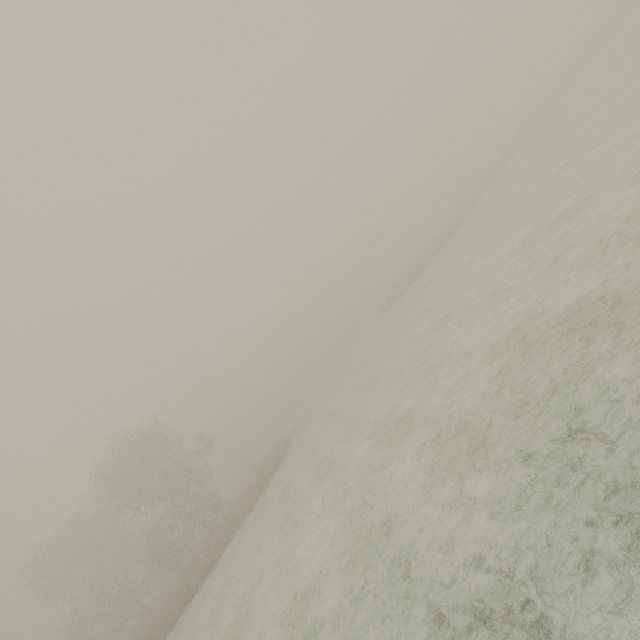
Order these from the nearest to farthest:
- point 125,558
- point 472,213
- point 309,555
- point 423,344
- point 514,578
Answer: point 514,578 → point 309,555 → point 423,344 → point 472,213 → point 125,558
